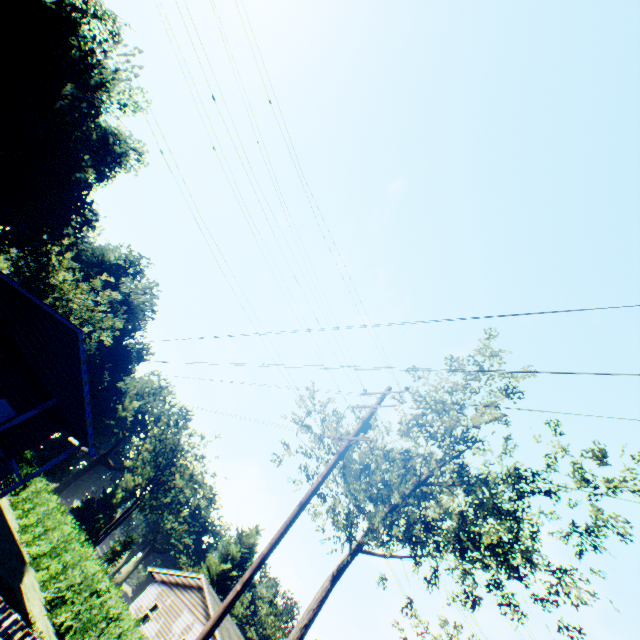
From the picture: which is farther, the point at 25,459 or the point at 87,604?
the point at 25,459

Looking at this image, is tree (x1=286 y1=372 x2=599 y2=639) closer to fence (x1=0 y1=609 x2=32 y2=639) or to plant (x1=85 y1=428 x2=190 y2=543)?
fence (x1=0 y1=609 x2=32 y2=639)

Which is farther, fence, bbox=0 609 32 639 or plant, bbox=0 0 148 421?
plant, bbox=0 0 148 421

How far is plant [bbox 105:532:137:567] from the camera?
53.7m

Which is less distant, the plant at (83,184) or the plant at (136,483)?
the plant at (83,184)

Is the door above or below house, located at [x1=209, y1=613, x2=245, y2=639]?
below
